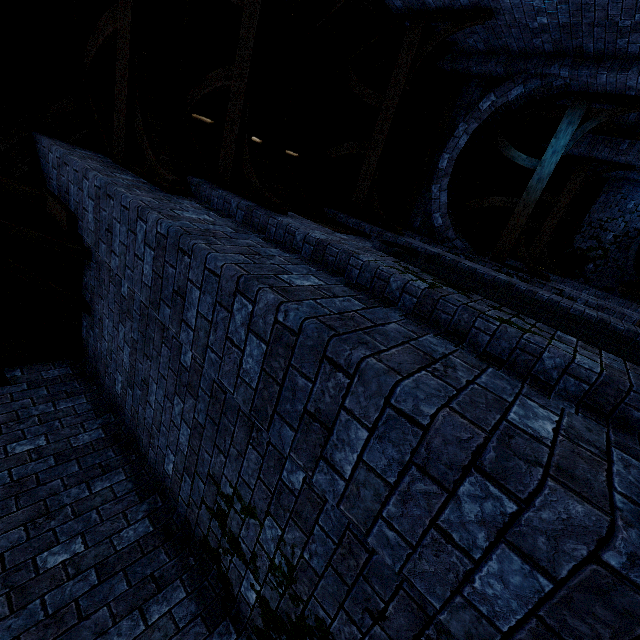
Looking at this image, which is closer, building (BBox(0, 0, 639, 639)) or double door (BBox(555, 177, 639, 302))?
building (BBox(0, 0, 639, 639))

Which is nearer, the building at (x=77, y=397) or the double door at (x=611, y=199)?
the building at (x=77, y=397)

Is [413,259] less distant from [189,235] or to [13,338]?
[189,235]
